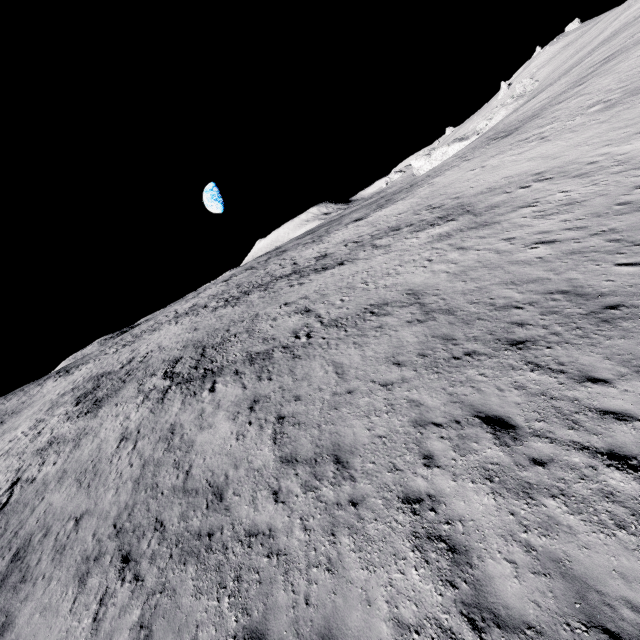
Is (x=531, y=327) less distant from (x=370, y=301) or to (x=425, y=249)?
(x=370, y=301)
